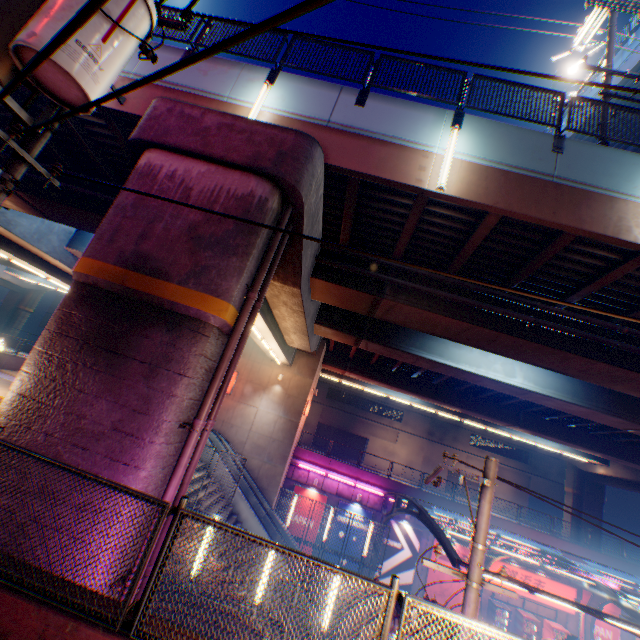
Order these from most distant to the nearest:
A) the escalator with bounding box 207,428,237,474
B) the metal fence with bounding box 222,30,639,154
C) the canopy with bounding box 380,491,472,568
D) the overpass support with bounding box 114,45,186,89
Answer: the escalator with bounding box 207,428,237,474 → the canopy with bounding box 380,491,472,568 → the overpass support with bounding box 114,45,186,89 → the metal fence with bounding box 222,30,639,154

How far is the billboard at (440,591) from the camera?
22.20m

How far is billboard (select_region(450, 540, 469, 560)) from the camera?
22.9m

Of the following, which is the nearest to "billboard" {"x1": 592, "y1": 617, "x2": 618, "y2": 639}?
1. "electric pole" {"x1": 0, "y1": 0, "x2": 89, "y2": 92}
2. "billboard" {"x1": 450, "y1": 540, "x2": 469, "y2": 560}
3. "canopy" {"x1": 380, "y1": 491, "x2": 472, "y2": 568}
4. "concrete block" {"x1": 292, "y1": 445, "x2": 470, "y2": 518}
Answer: "canopy" {"x1": 380, "y1": 491, "x2": 472, "y2": 568}

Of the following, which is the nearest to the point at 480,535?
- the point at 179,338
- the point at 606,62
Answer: the point at 179,338

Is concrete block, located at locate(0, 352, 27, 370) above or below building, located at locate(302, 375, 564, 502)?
below

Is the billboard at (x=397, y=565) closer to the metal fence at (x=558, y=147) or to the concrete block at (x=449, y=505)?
the concrete block at (x=449, y=505)

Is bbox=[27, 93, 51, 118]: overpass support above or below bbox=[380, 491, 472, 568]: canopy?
above
